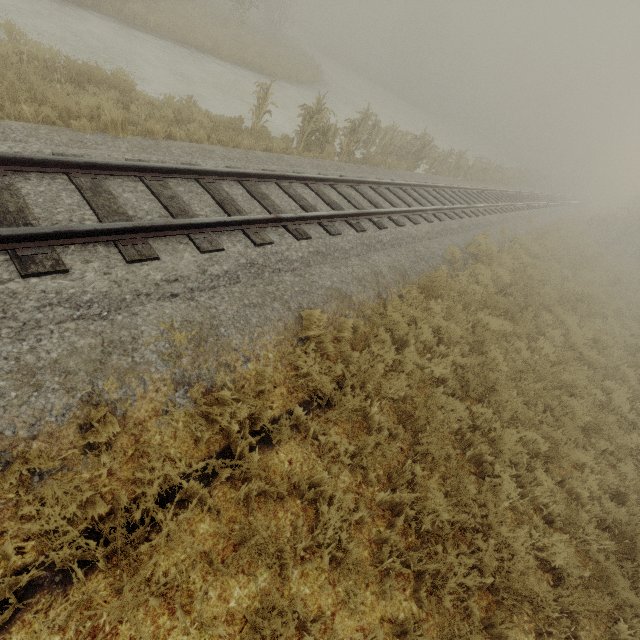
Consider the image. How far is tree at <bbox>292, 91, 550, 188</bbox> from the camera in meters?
11.1 m

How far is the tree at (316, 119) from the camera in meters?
11.1

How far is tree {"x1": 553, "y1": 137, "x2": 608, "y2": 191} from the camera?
50.26m

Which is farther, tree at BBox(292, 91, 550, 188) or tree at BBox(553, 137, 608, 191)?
tree at BBox(553, 137, 608, 191)

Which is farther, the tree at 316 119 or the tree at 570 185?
the tree at 570 185

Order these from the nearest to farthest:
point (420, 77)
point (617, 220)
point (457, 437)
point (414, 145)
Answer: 1. point (457, 437)
2. point (414, 145)
3. point (617, 220)
4. point (420, 77)

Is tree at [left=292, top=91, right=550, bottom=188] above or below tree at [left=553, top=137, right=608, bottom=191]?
below
